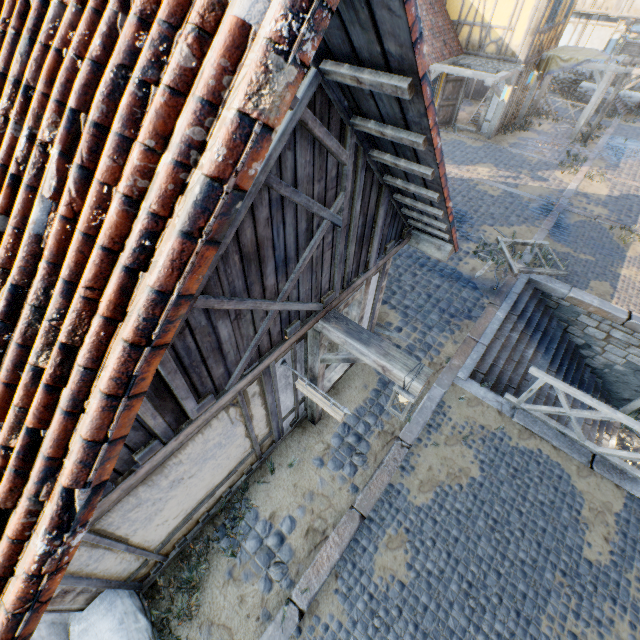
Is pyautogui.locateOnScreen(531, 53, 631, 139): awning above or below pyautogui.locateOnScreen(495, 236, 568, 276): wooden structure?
above

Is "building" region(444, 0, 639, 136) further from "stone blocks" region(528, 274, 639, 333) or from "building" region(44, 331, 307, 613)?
"building" region(44, 331, 307, 613)

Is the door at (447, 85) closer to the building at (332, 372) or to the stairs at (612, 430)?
the building at (332, 372)

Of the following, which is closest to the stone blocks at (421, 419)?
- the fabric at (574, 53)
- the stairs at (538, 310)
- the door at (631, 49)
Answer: the stairs at (538, 310)

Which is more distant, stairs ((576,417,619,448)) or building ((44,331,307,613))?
stairs ((576,417,619,448))

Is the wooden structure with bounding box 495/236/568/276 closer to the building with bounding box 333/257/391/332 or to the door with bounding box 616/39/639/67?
the building with bounding box 333/257/391/332

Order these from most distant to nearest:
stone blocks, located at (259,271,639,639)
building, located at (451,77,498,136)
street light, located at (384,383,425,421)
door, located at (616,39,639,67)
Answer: door, located at (616,39,639,67) → building, located at (451,77,498,136) → stone blocks, located at (259,271,639,639) → street light, located at (384,383,425,421)

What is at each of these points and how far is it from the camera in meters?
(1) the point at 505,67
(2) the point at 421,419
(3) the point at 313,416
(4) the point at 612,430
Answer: (1) awning, 13.4
(2) stone blocks, 6.0
(3) wooden structure, 5.7
(4) stairs, 9.3
